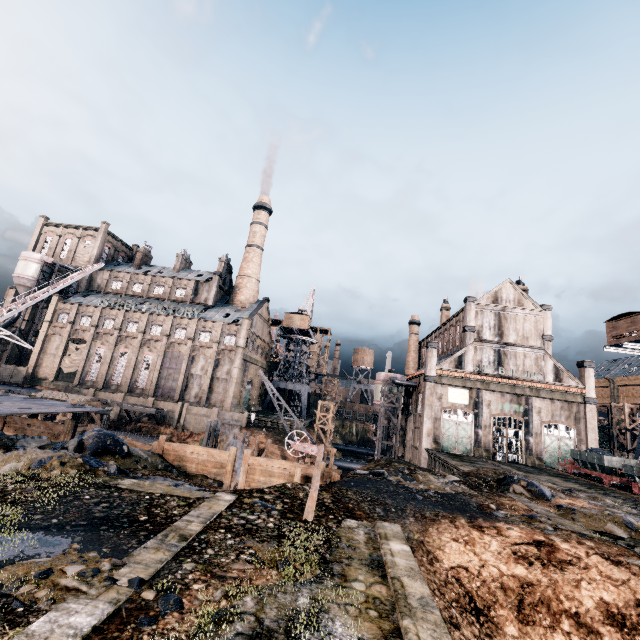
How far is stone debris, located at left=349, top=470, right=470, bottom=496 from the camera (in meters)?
17.70

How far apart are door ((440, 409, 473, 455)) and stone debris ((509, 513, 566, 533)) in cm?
2419

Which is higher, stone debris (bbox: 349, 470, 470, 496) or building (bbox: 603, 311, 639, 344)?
building (bbox: 603, 311, 639, 344)

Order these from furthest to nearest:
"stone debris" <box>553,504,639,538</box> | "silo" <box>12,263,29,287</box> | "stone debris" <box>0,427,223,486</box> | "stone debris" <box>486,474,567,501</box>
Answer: "silo" <box>12,263,29,287</box> → "stone debris" <box>486,474,567,501</box> → "stone debris" <box>553,504,639,538</box> → "stone debris" <box>0,427,223,486</box>

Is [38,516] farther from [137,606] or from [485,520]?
[485,520]

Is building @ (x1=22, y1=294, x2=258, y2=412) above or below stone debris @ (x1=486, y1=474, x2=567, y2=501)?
above

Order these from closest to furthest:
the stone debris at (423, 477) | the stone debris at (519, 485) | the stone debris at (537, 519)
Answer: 1. the stone debris at (537, 519)
2. the stone debris at (423, 477)
3. the stone debris at (519, 485)

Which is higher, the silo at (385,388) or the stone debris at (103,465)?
the silo at (385,388)
